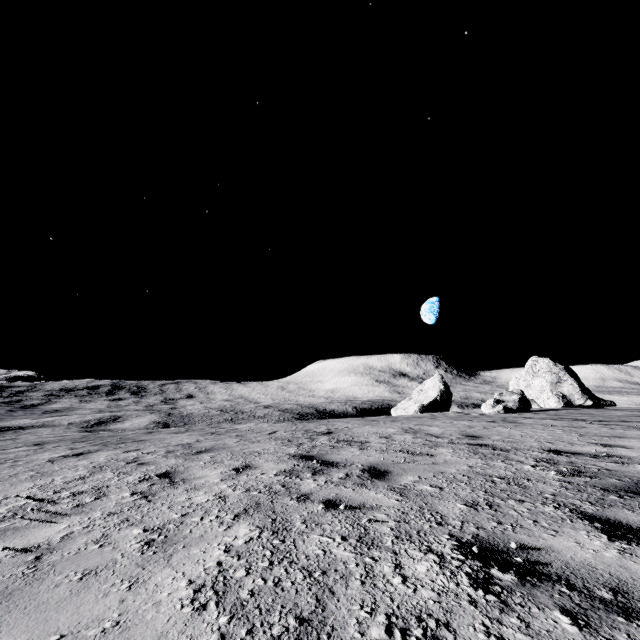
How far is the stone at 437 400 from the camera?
35.1m

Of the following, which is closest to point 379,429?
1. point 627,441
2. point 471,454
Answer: point 471,454

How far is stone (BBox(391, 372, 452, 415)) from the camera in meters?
35.1
